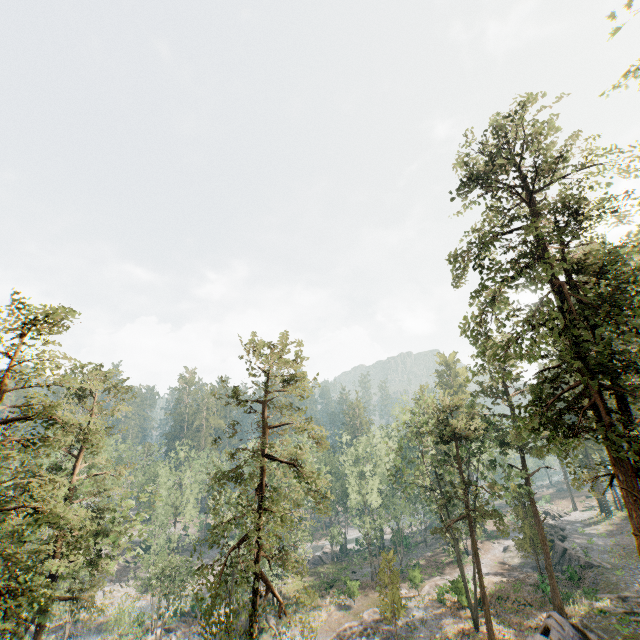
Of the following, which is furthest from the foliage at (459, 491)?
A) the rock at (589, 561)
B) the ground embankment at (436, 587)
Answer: the rock at (589, 561)

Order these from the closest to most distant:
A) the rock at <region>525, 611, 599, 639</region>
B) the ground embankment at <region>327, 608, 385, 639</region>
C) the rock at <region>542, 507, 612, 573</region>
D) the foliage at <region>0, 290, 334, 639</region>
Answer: the foliage at <region>0, 290, 334, 639</region> → the rock at <region>525, 611, 599, 639</region> → the ground embankment at <region>327, 608, 385, 639</region> → the rock at <region>542, 507, 612, 573</region>

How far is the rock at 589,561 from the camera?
34.77m

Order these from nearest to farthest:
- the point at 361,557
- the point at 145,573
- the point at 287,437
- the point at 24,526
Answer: the point at 24,526, the point at 145,573, the point at 287,437, the point at 361,557

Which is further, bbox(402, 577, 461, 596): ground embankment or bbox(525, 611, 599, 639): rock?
bbox(402, 577, 461, 596): ground embankment

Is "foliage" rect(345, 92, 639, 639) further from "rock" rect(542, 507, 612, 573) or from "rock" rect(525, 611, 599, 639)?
"rock" rect(542, 507, 612, 573)

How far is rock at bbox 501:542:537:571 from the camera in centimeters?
4294cm

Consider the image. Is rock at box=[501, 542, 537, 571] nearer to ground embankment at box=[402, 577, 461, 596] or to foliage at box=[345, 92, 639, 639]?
ground embankment at box=[402, 577, 461, 596]
